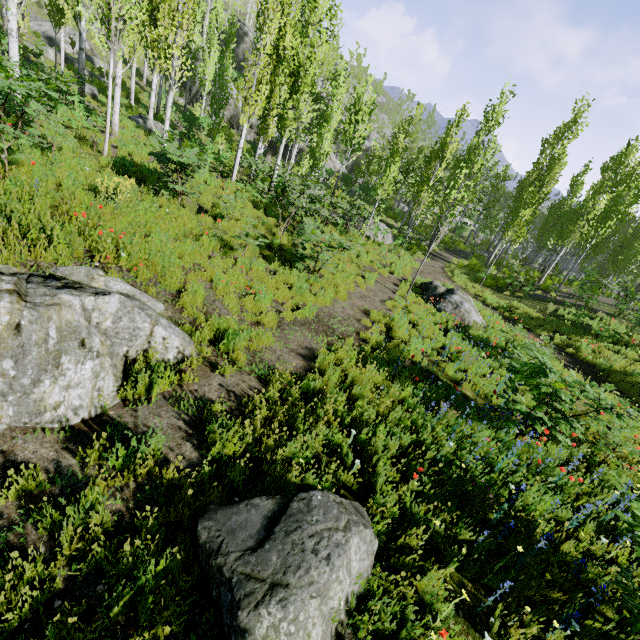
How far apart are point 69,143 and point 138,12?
4.5 meters

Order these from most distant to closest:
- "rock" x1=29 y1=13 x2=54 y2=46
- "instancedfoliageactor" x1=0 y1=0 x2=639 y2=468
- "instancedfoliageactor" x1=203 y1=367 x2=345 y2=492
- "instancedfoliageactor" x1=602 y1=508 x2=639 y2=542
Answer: "rock" x1=29 y1=13 x2=54 y2=46, "instancedfoliageactor" x1=0 y1=0 x2=639 y2=468, "instancedfoliageactor" x1=203 y1=367 x2=345 y2=492, "instancedfoliageactor" x1=602 y1=508 x2=639 y2=542

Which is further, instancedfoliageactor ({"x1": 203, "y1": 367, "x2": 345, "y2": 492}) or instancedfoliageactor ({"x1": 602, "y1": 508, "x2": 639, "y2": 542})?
instancedfoliageactor ({"x1": 203, "y1": 367, "x2": 345, "y2": 492})

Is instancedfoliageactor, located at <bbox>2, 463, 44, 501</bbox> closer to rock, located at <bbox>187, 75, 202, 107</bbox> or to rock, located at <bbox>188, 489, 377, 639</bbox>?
rock, located at <bbox>187, 75, 202, 107</bbox>

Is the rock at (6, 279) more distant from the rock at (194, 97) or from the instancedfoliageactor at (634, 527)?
the rock at (194, 97)

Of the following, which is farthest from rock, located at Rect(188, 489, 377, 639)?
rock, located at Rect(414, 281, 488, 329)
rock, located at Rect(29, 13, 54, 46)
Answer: rock, located at Rect(29, 13, 54, 46)

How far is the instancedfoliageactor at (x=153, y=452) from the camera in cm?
327

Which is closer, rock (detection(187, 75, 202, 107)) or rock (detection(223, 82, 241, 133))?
rock (detection(223, 82, 241, 133))
